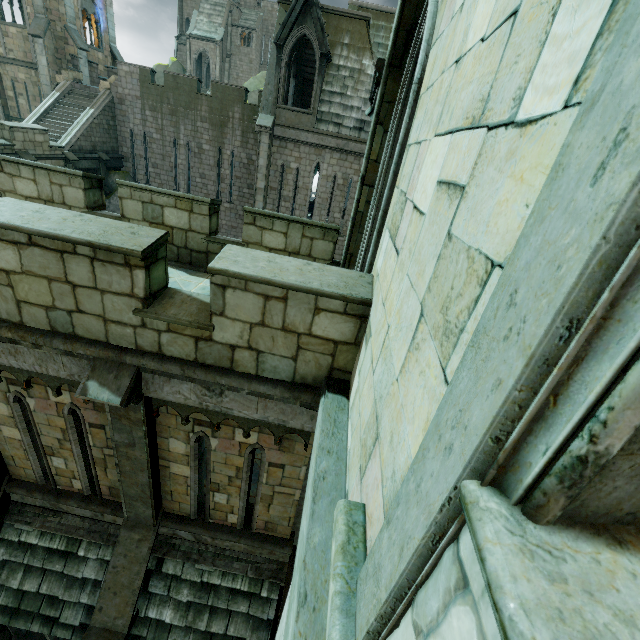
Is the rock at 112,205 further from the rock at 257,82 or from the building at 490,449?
the rock at 257,82

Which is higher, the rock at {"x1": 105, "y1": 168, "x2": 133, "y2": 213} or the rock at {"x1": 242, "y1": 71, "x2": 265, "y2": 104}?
the rock at {"x1": 242, "y1": 71, "x2": 265, "y2": 104}

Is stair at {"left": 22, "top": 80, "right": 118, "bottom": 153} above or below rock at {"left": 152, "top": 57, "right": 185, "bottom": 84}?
below

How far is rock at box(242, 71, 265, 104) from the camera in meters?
41.2 m

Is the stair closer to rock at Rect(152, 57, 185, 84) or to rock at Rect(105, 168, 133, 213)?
rock at Rect(105, 168, 133, 213)

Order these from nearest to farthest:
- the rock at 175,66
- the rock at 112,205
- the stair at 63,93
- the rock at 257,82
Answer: the stair at 63,93 < the rock at 112,205 < the rock at 257,82 < the rock at 175,66

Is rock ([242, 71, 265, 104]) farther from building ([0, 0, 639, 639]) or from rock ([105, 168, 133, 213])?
rock ([105, 168, 133, 213])

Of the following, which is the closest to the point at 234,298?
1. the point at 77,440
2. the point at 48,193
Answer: the point at 77,440
